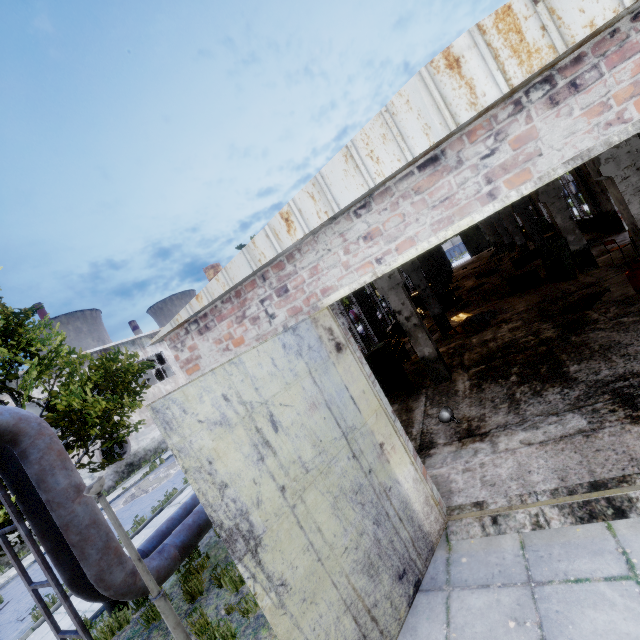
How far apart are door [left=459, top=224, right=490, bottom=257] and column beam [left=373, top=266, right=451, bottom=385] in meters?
41.9 m

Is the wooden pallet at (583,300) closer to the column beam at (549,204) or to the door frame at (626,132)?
the column beam at (549,204)

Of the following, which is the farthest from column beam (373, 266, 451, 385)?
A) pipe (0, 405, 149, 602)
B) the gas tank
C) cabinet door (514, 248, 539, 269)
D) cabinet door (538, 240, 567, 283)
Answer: cabinet door (514, 248, 539, 269)

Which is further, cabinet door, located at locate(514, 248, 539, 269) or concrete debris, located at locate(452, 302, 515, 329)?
cabinet door, located at locate(514, 248, 539, 269)

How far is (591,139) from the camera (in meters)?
3.38

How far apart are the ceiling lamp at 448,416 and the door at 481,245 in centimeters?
4483cm

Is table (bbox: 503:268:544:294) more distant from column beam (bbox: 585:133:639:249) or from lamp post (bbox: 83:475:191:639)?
lamp post (bbox: 83:475:191:639)

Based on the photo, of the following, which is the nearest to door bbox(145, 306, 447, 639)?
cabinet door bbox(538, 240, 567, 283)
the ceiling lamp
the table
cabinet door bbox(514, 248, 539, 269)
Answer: the ceiling lamp
